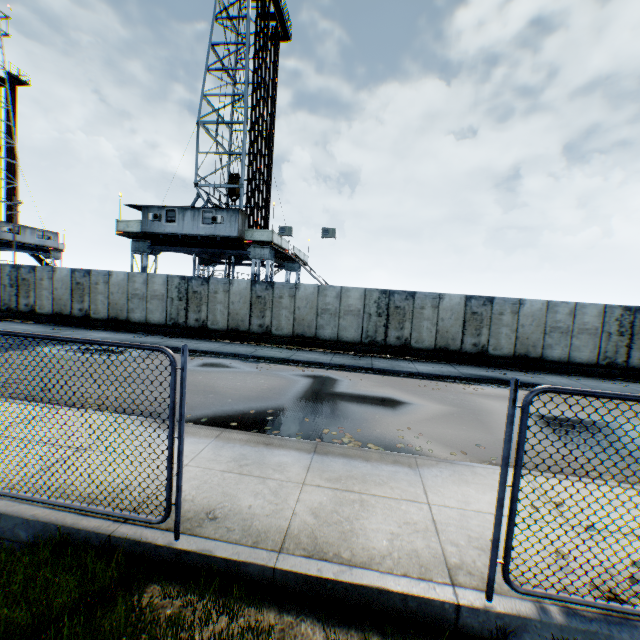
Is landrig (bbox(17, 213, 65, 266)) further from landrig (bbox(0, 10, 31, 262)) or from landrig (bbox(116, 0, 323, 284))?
landrig (bbox(116, 0, 323, 284))

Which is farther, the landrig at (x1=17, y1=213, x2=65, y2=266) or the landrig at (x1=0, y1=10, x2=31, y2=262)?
the landrig at (x1=17, y1=213, x2=65, y2=266)

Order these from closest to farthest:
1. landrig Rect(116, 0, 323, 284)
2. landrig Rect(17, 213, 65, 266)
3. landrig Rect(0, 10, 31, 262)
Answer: landrig Rect(116, 0, 323, 284)
landrig Rect(0, 10, 31, 262)
landrig Rect(17, 213, 65, 266)

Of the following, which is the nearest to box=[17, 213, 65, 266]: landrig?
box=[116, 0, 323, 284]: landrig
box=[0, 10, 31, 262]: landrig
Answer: box=[0, 10, 31, 262]: landrig

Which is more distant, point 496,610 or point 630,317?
point 630,317

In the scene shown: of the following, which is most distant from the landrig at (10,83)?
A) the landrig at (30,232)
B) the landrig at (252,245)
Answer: the landrig at (252,245)

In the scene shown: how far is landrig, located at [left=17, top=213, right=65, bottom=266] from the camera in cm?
3456

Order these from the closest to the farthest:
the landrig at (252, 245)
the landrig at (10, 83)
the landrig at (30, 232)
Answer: the landrig at (252, 245), the landrig at (10, 83), the landrig at (30, 232)
